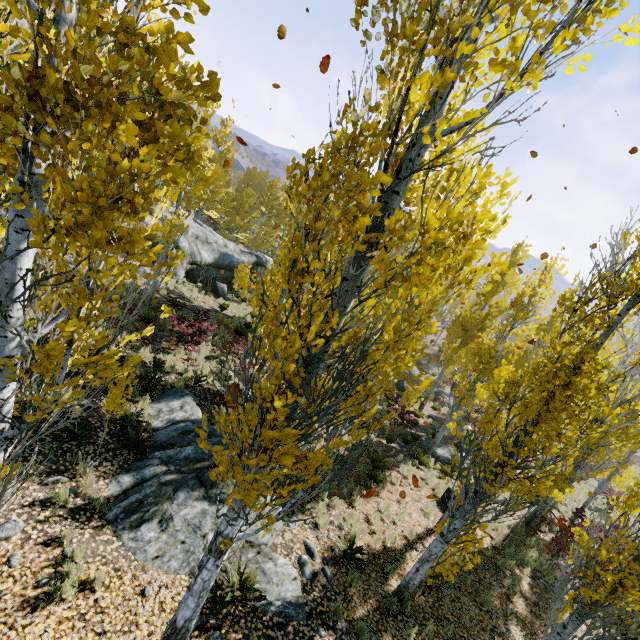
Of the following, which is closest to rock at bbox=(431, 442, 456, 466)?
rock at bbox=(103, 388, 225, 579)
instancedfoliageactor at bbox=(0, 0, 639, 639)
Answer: instancedfoliageactor at bbox=(0, 0, 639, 639)

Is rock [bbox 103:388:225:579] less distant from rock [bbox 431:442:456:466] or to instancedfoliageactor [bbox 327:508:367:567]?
instancedfoliageactor [bbox 327:508:367:567]

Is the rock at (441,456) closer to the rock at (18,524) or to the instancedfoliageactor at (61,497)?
the instancedfoliageactor at (61,497)

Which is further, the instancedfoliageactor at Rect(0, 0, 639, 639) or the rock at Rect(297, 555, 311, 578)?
the rock at Rect(297, 555, 311, 578)

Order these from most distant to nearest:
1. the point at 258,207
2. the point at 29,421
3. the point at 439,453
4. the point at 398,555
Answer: the point at 258,207
the point at 439,453
the point at 398,555
the point at 29,421

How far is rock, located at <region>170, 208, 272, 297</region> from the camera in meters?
21.1 m

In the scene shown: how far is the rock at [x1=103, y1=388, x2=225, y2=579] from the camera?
5.6 meters

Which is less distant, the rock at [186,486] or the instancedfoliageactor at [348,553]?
the rock at [186,486]
